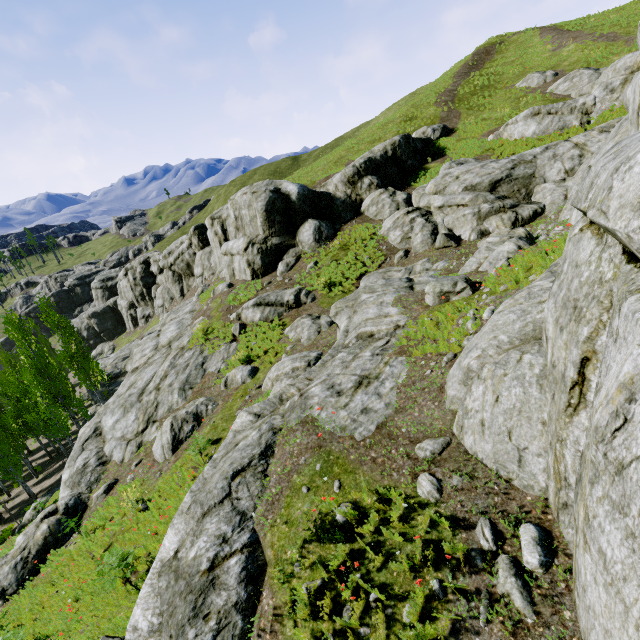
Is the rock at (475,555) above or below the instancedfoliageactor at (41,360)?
above

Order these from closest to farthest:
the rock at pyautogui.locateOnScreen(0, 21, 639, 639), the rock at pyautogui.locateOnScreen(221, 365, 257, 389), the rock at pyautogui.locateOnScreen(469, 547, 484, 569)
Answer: the rock at pyautogui.locateOnScreen(0, 21, 639, 639) → the rock at pyautogui.locateOnScreen(469, 547, 484, 569) → the rock at pyautogui.locateOnScreen(221, 365, 257, 389)

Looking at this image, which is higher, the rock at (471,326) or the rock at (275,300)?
the rock at (471,326)

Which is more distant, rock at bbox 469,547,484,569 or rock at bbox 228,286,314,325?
rock at bbox 228,286,314,325

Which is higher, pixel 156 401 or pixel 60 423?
pixel 156 401

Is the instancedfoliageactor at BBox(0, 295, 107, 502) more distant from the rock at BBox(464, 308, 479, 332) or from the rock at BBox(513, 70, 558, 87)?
the rock at BBox(513, 70, 558, 87)
